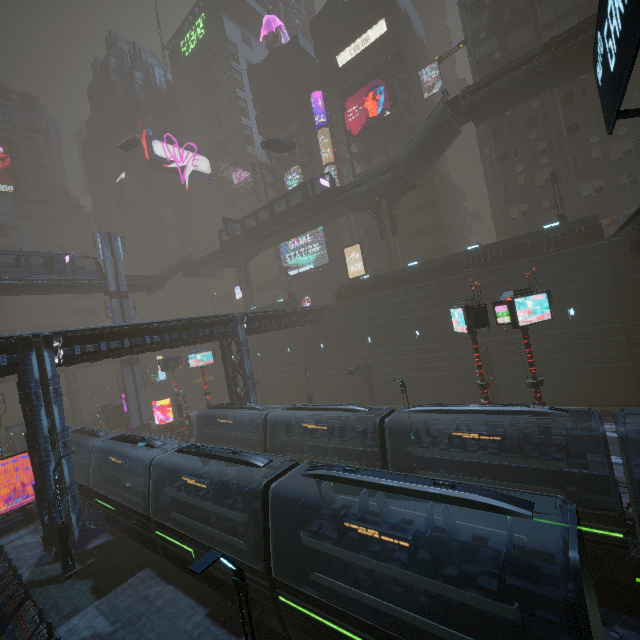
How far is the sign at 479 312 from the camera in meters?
16.3 m

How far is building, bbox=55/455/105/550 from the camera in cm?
1750

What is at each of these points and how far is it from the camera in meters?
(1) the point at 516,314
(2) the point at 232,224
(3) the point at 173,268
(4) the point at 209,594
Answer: (1) sign, 15.1 m
(2) sign, 45.2 m
(3) stairs, 55.7 m
(4) train rail, 13.8 m

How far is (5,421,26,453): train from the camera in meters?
34.6

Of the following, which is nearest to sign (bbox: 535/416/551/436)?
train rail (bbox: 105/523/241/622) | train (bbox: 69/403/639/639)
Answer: train rail (bbox: 105/523/241/622)

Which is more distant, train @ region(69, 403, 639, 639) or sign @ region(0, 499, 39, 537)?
sign @ region(0, 499, 39, 537)

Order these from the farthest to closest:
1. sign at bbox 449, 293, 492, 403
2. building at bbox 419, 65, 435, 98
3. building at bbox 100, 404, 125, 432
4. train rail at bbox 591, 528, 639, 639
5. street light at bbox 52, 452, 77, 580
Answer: building at bbox 419, 65, 435, 98 → building at bbox 100, 404, 125, 432 → sign at bbox 449, 293, 492, 403 → street light at bbox 52, 452, 77, 580 → train rail at bbox 591, 528, 639, 639

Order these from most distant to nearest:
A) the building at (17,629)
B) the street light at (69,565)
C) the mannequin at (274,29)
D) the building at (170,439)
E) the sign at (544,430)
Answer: the mannequin at (274,29), the building at (170,439), the sign at (544,430), the street light at (69,565), the building at (17,629)
